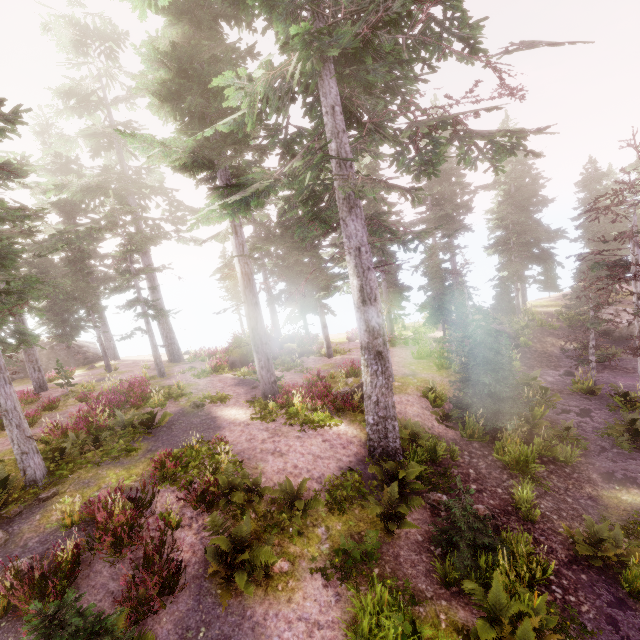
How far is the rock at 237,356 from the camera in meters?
22.7

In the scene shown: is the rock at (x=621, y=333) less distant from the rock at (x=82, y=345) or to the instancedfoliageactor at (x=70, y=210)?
the instancedfoliageactor at (x=70, y=210)

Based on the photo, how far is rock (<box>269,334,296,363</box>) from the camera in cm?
2372

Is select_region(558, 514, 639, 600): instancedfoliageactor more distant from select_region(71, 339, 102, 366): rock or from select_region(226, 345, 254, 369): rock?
select_region(226, 345, 254, 369): rock

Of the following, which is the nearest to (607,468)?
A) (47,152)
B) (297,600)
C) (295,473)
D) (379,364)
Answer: (379,364)

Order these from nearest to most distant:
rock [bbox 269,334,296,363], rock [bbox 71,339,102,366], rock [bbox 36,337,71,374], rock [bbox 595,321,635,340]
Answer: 1. rock [bbox 595,321,635,340]
2. rock [bbox 269,334,296,363]
3. rock [bbox 36,337,71,374]
4. rock [bbox 71,339,102,366]

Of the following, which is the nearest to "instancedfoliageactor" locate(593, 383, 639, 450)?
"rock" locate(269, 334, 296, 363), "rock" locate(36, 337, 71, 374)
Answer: "rock" locate(36, 337, 71, 374)

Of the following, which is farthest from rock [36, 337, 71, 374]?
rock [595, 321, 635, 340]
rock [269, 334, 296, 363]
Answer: rock [595, 321, 635, 340]
